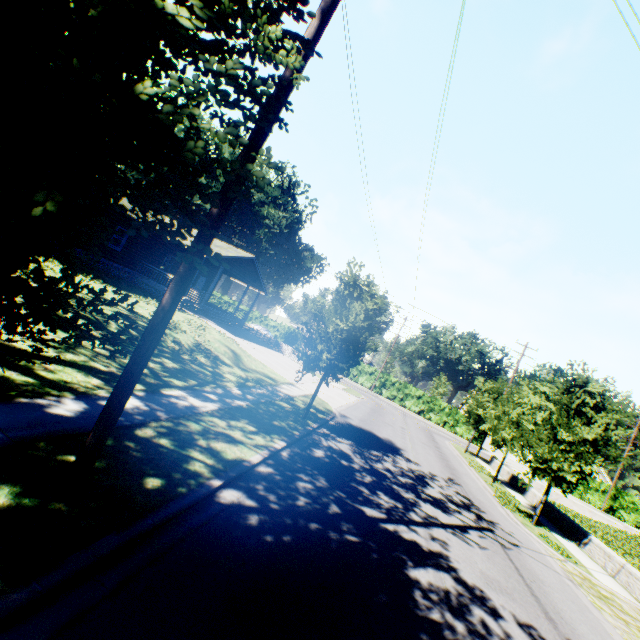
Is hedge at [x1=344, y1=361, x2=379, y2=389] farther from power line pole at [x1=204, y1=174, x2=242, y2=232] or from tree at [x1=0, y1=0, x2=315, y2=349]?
power line pole at [x1=204, y1=174, x2=242, y2=232]

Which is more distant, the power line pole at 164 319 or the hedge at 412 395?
the hedge at 412 395

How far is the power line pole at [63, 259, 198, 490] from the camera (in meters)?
4.00

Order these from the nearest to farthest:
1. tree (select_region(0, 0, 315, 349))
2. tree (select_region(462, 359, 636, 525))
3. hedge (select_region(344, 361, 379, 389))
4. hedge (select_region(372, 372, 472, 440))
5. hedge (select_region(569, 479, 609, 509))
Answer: tree (select_region(0, 0, 315, 349))
tree (select_region(462, 359, 636, 525))
hedge (select_region(569, 479, 609, 509))
hedge (select_region(372, 372, 472, 440))
hedge (select_region(344, 361, 379, 389))

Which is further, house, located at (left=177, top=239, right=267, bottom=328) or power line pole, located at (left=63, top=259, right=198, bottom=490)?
house, located at (left=177, top=239, right=267, bottom=328)

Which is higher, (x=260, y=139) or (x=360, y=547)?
(x=260, y=139)

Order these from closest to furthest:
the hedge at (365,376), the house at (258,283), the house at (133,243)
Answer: the house at (133,243), the house at (258,283), the hedge at (365,376)

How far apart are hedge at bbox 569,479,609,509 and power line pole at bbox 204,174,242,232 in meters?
51.4
